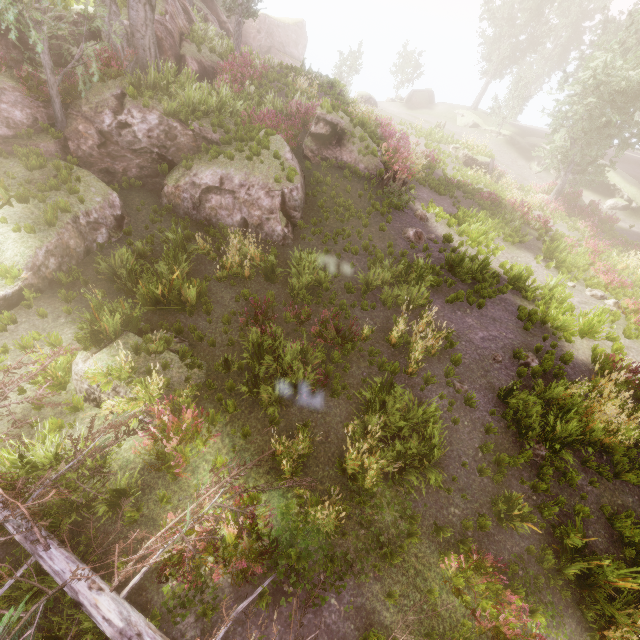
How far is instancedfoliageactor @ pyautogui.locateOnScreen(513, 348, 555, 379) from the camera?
9.0 meters

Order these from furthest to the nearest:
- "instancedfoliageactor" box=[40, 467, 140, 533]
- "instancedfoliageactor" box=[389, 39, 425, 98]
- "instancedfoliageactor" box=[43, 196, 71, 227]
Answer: "instancedfoliageactor" box=[389, 39, 425, 98], "instancedfoliageactor" box=[43, 196, 71, 227], "instancedfoliageactor" box=[40, 467, 140, 533]

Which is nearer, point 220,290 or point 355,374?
point 355,374

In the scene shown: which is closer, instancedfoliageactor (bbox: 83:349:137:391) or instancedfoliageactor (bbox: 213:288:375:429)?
instancedfoliageactor (bbox: 83:349:137:391)

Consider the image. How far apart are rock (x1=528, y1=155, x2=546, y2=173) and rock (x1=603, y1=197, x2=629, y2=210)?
5.9 meters

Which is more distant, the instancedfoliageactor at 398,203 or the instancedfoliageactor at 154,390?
the instancedfoliageactor at 398,203

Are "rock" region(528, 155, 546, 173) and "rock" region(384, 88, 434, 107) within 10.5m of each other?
no
